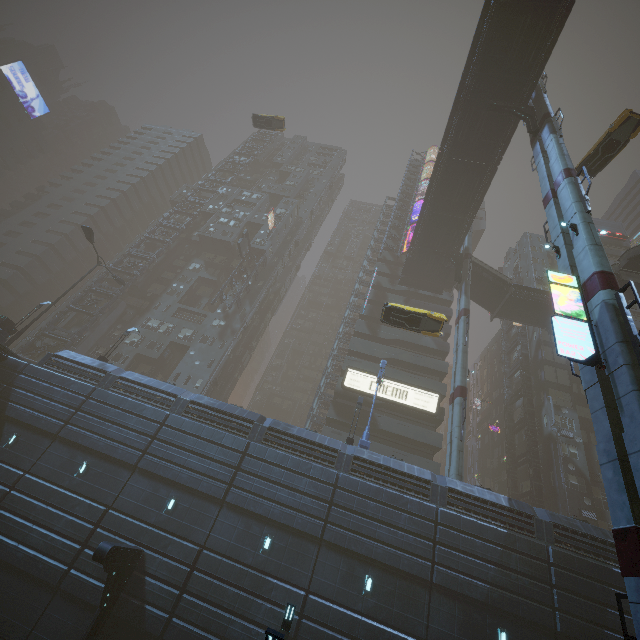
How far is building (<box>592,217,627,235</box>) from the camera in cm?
5278

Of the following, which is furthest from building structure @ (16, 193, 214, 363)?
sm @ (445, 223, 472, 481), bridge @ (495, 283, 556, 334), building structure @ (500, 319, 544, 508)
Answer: building structure @ (500, 319, 544, 508)

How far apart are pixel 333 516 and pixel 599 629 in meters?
13.7

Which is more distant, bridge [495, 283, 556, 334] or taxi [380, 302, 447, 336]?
bridge [495, 283, 556, 334]

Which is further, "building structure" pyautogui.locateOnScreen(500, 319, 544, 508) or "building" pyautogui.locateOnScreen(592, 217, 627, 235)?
"building" pyautogui.locateOnScreen(592, 217, 627, 235)

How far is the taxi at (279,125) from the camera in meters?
40.1 m

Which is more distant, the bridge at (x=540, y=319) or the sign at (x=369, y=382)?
the bridge at (x=540, y=319)

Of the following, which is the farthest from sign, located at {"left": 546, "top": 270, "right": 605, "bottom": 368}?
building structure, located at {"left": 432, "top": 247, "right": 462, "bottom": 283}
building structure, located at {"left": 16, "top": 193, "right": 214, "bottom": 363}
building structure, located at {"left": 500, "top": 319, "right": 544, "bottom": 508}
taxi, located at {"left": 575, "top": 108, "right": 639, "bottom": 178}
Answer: building structure, located at {"left": 16, "top": 193, "right": 214, "bottom": 363}
